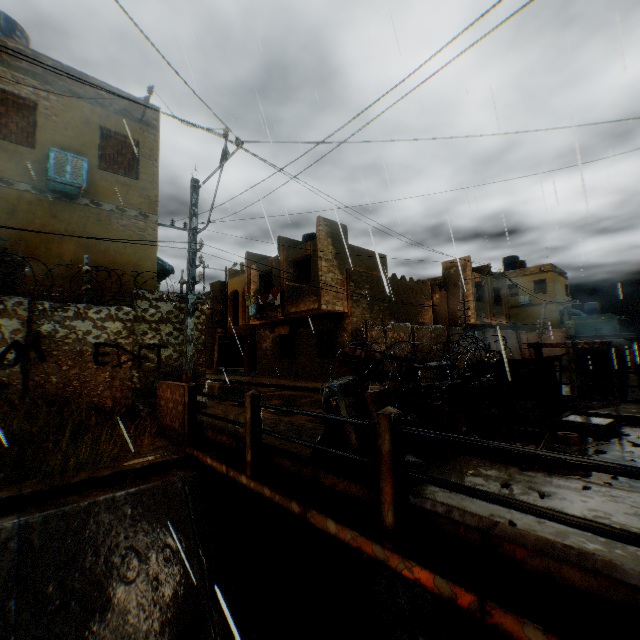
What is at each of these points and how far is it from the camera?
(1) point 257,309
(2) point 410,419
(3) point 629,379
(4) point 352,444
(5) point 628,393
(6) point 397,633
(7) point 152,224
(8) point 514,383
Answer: (1) air conditioner, 20.11m
(2) trash bag, 4.29m
(3) water pipe, 25.02m
(4) wooden pallet, 3.95m
(5) water pipe, 24.86m
(6) concrete channel, 5.21m
(7) building, 10.61m
(8) concrete block, 9.11m

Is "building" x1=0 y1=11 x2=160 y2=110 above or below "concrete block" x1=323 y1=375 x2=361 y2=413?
above

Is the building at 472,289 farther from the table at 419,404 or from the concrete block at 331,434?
the table at 419,404

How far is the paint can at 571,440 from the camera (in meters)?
5.49

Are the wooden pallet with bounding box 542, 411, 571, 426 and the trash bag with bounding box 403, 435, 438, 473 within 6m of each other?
yes

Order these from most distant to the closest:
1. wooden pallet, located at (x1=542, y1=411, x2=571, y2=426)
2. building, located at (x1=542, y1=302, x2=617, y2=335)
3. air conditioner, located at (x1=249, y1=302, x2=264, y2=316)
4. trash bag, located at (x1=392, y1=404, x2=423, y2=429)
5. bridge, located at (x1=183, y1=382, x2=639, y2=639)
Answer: building, located at (x1=542, y1=302, x2=617, y2=335)
air conditioner, located at (x1=249, y1=302, x2=264, y2=316)
wooden pallet, located at (x1=542, y1=411, x2=571, y2=426)
trash bag, located at (x1=392, y1=404, x2=423, y2=429)
bridge, located at (x1=183, y1=382, x2=639, y2=639)

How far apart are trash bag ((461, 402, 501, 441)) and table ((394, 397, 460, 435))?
0.1m
